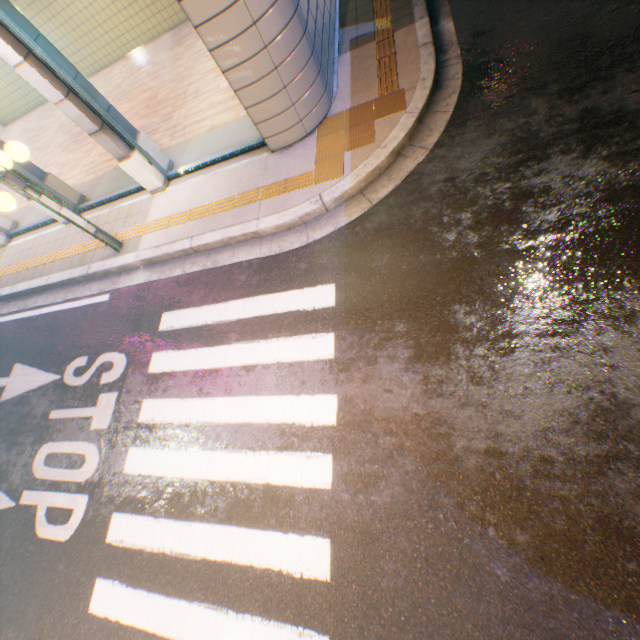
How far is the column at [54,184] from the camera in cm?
693

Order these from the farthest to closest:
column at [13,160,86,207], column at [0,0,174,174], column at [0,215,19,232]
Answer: column at [0,215,19,232]
column at [13,160,86,207]
column at [0,0,174,174]

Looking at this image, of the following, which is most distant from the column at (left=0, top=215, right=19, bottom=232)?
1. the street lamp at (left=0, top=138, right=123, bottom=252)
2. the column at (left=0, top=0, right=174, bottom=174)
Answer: the column at (left=0, top=0, right=174, bottom=174)

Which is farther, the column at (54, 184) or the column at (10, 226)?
the column at (10, 226)

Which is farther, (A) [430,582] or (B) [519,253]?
(B) [519,253]

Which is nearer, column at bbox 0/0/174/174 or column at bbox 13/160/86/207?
column at bbox 0/0/174/174

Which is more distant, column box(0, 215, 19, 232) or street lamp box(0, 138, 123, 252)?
column box(0, 215, 19, 232)

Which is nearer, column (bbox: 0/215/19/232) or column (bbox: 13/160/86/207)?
column (bbox: 13/160/86/207)
